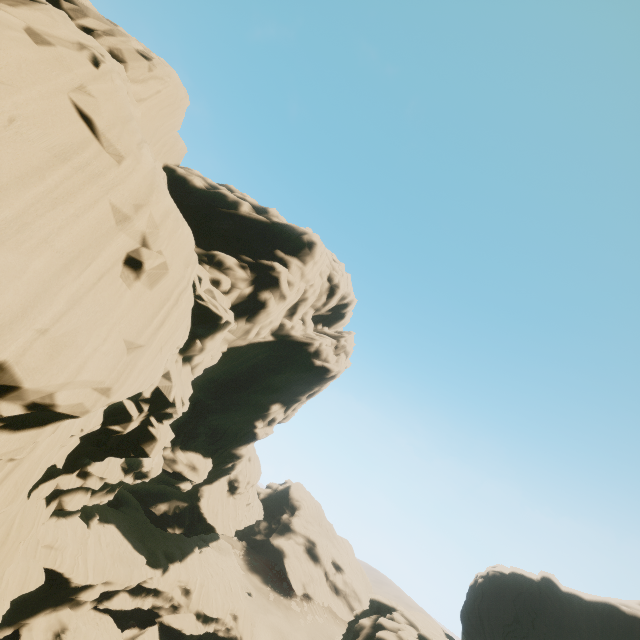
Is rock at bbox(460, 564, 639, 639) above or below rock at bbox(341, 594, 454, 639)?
above

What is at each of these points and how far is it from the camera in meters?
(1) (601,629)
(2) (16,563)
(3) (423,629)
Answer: (1) rock, 35.2
(2) rock, 17.6
(3) rock, 33.0

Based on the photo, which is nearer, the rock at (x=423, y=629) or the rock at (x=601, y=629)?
the rock at (x=423, y=629)

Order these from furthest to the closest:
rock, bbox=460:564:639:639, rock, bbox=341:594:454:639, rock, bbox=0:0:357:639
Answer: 1. rock, bbox=460:564:639:639
2. rock, bbox=341:594:454:639
3. rock, bbox=0:0:357:639

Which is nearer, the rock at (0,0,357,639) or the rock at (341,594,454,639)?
the rock at (0,0,357,639)

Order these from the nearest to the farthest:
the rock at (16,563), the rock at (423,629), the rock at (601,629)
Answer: the rock at (16,563) → the rock at (423,629) → the rock at (601,629)
